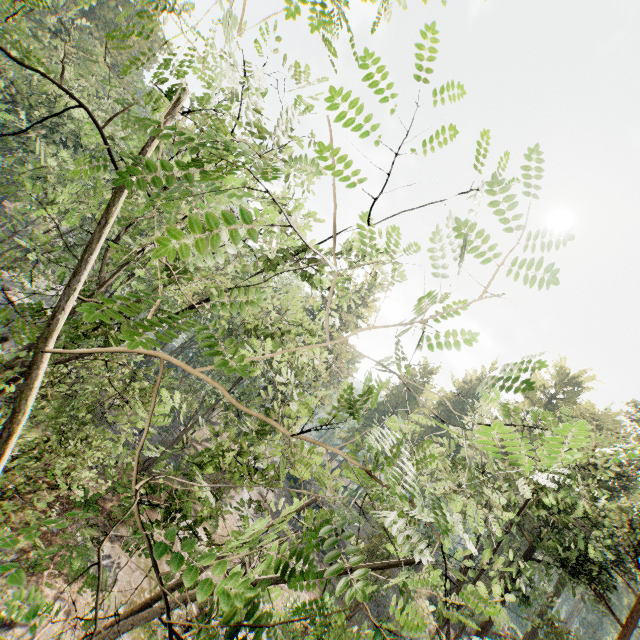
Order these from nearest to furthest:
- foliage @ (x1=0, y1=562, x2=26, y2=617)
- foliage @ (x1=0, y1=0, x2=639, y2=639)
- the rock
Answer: foliage @ (x1=0, y1=562, x2=26, y2=617), foliage @ (x1=0, y1=0, x2=639, y2=639), the rock

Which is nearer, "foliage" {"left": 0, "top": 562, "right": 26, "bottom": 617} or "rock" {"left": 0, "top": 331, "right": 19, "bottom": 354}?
"foliage" {"left": 0, "top": 562, "right": 26, "bottom": 617}

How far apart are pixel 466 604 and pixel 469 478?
15.6m

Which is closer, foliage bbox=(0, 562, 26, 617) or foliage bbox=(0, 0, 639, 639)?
foliage bbox=(0, 562, 26, 617)

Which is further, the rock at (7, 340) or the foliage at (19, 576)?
the rock at (7, 340)

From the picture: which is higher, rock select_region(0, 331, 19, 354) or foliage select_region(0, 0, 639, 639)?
foliage select_region(0, 0, 639, 639)

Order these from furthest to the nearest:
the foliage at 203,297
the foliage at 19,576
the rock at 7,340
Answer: the rock at 7,340, the foliage at 203,297, the foliage at 19,576
